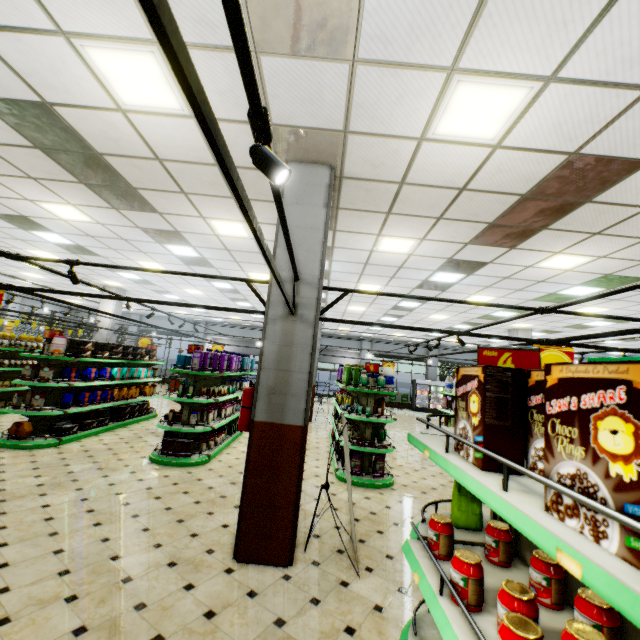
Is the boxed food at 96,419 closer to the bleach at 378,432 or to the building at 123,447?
the building at 123,447

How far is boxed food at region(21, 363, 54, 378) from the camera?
7.0 meters

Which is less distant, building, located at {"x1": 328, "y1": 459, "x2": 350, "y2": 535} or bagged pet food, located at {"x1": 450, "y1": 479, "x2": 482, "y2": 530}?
bagged pet food, located at {"x1": 450, "y1": 479, "x2": 482, "y2": 530}

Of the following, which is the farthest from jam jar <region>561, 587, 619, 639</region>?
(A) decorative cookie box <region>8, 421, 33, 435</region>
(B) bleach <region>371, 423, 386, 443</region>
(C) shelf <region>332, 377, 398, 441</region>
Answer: (A) decorative cookie box <region>8, 421, 33, 435</region>

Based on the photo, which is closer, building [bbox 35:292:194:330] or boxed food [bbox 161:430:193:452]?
boxed food [bbox 161:430:193:452]

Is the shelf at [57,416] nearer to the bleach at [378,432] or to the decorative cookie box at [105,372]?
the decorative cookie box at [105,372]

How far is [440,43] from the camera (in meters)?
2.65

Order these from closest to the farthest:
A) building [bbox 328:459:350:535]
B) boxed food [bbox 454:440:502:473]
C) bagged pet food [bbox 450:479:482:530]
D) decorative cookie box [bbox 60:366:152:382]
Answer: boxed food [bbox 454:440:502:473], bagged pet food [bbox 450:479:482:530], building [bbox 328:459:350:535], decorative cookie box [bbox 60:366:152:382]
